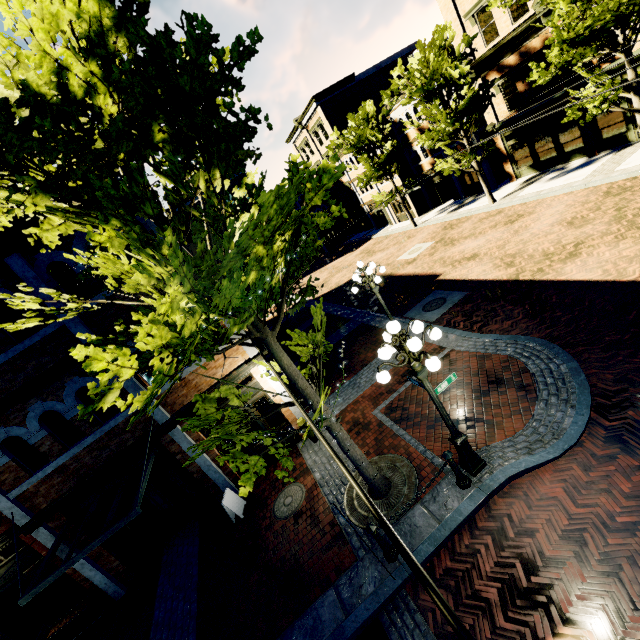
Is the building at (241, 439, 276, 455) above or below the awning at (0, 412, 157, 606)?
below

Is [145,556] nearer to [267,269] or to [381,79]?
[267,269]

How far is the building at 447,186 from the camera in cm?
2512

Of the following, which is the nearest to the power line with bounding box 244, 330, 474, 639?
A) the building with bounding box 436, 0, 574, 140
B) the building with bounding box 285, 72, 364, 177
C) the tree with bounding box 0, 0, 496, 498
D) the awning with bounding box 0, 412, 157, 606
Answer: the tree with bounding box 0, 0, 496, 498

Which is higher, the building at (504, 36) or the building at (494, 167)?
the building at (504, 36)

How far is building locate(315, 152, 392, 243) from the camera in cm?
3285

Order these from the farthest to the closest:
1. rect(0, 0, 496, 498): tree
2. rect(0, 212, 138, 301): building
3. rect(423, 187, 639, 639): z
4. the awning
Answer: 1. rect(0, 212, 138, 301): building
2. the awning
3. rect(423, 187, 639, 639): z
4. rect(0, 0, 496, 498): tree

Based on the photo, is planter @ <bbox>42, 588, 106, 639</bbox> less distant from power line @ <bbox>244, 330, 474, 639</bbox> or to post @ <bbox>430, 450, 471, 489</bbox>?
power line @ <bbox>244, 330, 474, 639</bbox>
